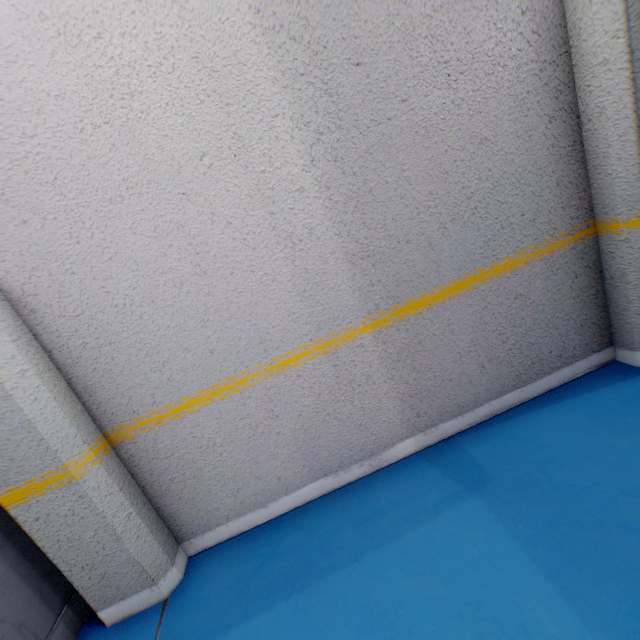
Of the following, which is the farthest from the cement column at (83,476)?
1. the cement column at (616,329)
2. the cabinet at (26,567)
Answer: the cement column at (616,329)

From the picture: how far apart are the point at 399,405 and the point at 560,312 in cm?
131

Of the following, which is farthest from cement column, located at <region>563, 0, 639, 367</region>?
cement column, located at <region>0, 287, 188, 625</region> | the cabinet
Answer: the cabinet

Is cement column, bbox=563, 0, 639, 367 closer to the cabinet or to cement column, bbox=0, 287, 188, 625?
cement column, bbox=0, 287, 188, 625

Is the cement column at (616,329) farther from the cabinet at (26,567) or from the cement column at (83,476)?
the cabinet at (26,567)
